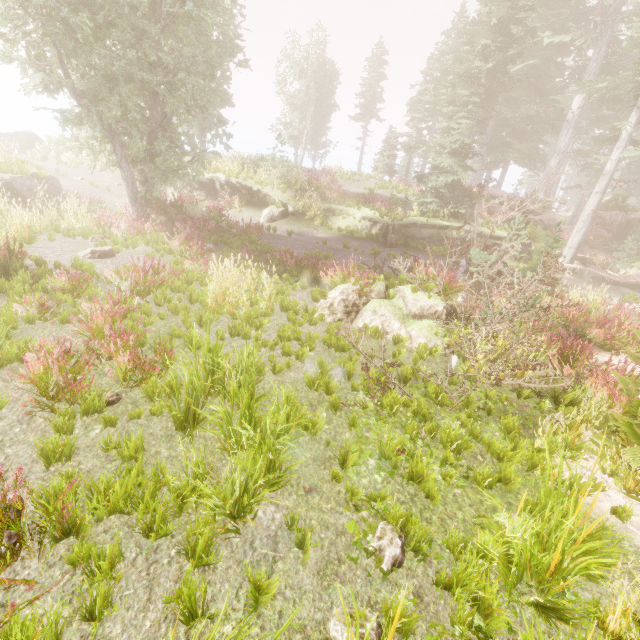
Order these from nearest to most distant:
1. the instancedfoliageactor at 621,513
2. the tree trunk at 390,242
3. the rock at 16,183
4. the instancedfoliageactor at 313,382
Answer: the instancedfoliageactor at 621,513
the instancedfoliageactor at 313,382
the rock at 16,183
the tree trunk at 390,242

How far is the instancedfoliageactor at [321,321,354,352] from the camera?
6.64m

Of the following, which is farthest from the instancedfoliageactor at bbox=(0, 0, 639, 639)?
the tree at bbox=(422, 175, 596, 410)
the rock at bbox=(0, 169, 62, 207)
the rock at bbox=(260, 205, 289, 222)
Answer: the rock at bbox=(260, 205, 289, 222)

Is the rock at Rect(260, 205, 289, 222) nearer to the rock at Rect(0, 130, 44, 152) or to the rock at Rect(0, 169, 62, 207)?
the rock at Rect(0, 169, 62, 207)

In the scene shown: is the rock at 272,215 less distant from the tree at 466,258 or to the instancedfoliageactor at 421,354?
the instancedfoliageactor at 421,354

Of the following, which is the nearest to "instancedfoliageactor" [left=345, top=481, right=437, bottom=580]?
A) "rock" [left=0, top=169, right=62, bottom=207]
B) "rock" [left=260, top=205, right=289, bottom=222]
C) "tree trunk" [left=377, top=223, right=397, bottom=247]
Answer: "rock" [left=0, top=169, right=62, bottom=207]

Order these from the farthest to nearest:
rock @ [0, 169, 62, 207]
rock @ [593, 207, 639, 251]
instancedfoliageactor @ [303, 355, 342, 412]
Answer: rock @ [593, 207, 639, 251]
rock @ [0, 169, 62, 207]
instancedfoliageactor @ [303, 355, 342, 412]

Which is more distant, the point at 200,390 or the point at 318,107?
the point at 318,107
